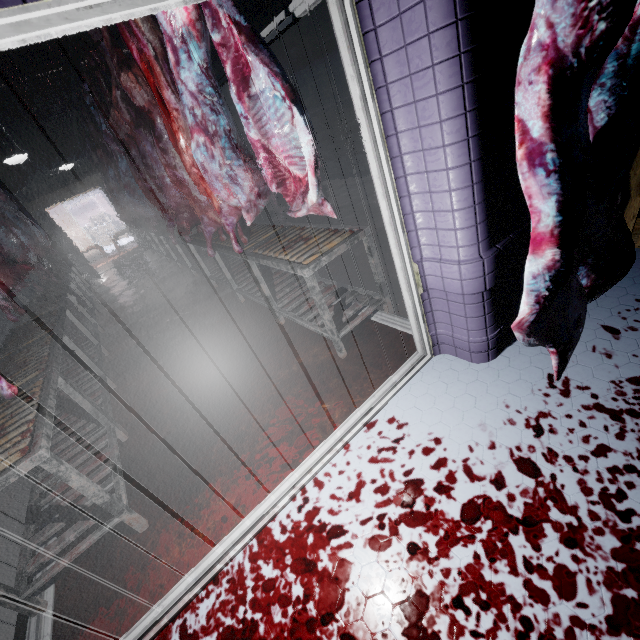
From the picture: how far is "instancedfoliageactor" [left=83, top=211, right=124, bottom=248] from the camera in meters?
15.6 m

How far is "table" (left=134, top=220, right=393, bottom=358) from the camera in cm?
222

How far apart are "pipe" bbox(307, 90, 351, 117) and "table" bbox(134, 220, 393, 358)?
3.2 meters

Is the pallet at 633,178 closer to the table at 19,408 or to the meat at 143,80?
the meat at 143,80

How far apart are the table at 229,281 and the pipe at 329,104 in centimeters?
320cm

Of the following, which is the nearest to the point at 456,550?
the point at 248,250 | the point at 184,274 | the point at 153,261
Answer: the point at 248,250

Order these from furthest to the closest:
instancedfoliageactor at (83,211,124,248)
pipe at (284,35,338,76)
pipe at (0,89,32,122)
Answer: instancedfoliageactor at (83,211,124,248), pipe at (0,89,32,122), pipe at (284,35,338,76)

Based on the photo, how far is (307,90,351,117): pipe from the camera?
6.01m
